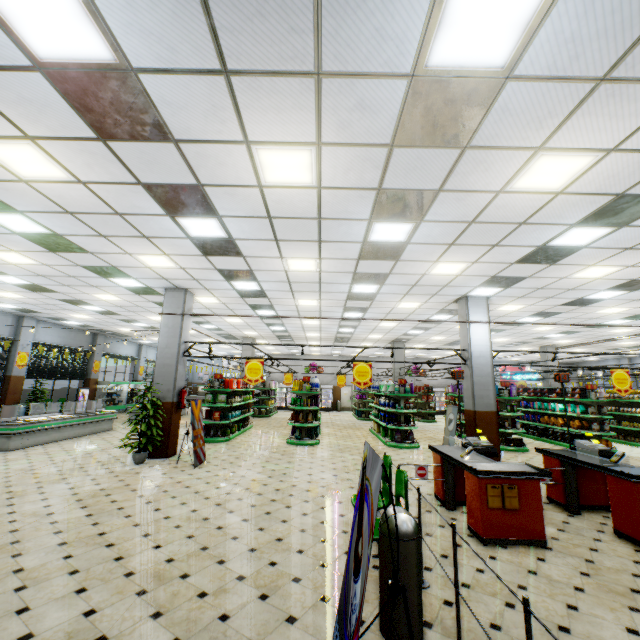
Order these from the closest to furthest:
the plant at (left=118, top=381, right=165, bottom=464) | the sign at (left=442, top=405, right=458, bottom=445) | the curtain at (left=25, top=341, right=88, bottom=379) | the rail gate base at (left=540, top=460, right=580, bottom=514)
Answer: the rail gate base at (left=540, top=460, right=580, bottom=514)
the plant at (left=118, top=381, right=165, bottom=464)
the sign at (left=442, top=405, right=458, bottom=445)
the curtain at (left=25, top=341, right=88, bottom=379)

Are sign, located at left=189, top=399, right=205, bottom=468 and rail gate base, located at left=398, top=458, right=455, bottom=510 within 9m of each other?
yes

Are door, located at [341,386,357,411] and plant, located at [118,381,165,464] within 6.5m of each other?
no

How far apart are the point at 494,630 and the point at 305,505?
3.49m

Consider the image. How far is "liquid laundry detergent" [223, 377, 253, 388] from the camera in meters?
12.7

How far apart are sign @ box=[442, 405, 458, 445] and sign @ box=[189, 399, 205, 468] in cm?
683

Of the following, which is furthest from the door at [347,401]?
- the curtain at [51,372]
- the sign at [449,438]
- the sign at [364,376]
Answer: the sign at [364,376]

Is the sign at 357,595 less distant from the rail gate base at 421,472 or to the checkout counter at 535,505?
the checkout counter at 535,505
